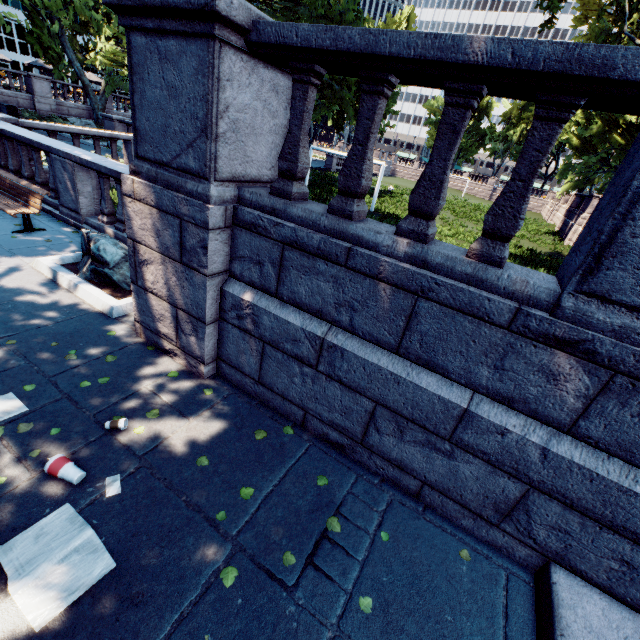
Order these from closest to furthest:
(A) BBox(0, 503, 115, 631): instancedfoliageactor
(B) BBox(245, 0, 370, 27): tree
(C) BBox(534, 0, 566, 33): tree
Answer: (A) BBox(0, 503, 115, 631): instancedfoliageactor
(B) BBox(245, 0, 370, 27): tree
(C) BBox(534, 0, 566, 33): tree

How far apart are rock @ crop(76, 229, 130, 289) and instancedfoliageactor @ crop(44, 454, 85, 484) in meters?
3.5

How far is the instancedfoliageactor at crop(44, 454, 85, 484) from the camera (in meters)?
2.75

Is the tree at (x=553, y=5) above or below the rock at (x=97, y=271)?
above

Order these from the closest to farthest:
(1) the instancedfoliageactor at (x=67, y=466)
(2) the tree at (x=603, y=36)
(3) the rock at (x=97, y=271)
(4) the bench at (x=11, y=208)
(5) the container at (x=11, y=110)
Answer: (1) the instancedfoliageactor at (x=67, y=466) < (3) the rock at (x=97, y=271) < (4) the bench at (x=11, y=208) < (2) the tree at (x=603, y=36) < (5) the container at (x=11, y=110)

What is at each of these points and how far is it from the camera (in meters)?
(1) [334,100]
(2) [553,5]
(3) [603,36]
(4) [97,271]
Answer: (1) tree, 14.24
(2) tree, 13.27
(3) tree, 22.19
(4) rock, 5.55

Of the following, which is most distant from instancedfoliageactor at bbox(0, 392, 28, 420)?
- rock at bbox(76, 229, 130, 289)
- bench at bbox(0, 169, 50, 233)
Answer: bench at bbox(0, 169, 50, 233)

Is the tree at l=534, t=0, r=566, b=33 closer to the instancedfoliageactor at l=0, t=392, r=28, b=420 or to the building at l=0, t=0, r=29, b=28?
the instancedfoliageactor at l=0, t=392, r=28, b=420
